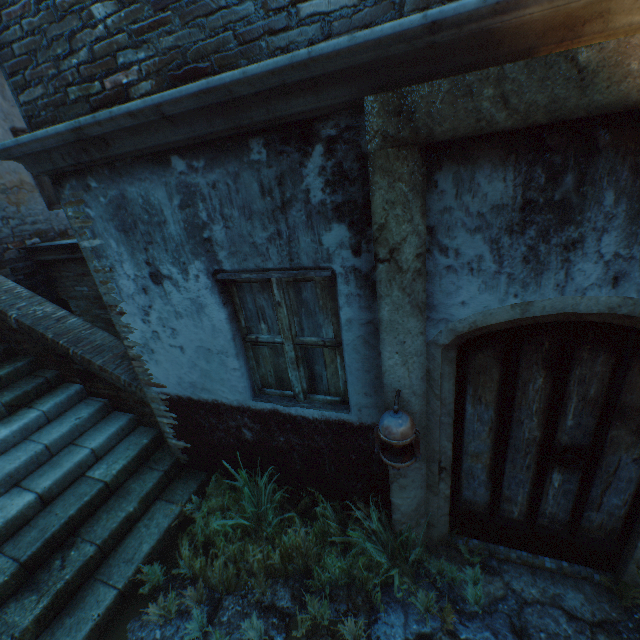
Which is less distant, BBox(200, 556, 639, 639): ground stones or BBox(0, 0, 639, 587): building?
BBox(0, 0, 639, 587): building

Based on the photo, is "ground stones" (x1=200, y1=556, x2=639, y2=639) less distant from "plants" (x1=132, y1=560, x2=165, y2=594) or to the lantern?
"plants" (x1=132, y1=560, x2=165, y2=594)

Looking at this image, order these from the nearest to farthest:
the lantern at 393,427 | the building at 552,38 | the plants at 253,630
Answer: the building at 552,38 → the lantern at 393,427 → the plants at 253,630

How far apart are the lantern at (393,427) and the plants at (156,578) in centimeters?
98cm

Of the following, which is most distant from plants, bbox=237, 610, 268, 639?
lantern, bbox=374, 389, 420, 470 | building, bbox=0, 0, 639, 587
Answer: building, bbox=0, 0, 639, 587

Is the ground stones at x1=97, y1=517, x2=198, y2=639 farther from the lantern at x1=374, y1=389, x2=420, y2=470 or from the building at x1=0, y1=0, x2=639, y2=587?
the lantern at x1=374, y1=389, x2=420, y2=470

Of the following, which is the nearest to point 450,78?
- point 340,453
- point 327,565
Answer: point 340,453

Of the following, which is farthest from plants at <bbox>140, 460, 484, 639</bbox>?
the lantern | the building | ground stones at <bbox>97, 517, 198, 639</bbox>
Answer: the building
